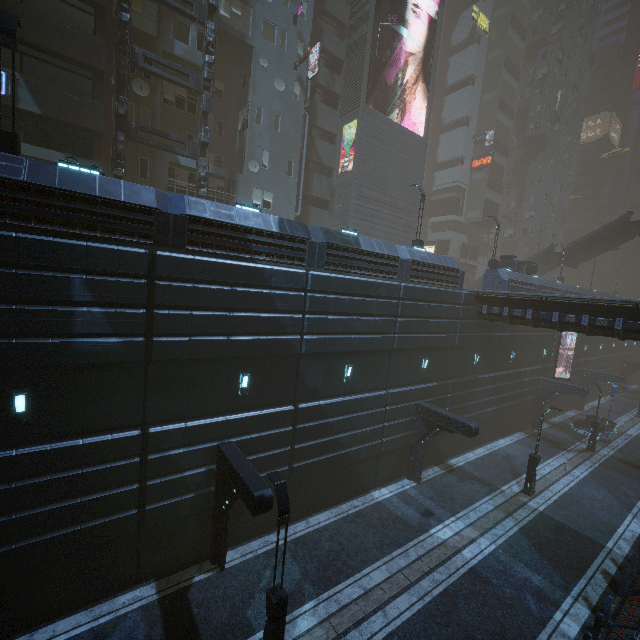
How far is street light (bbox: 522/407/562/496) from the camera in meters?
19.0

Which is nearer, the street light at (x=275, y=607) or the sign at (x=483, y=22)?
the street light at (x=275, y=607)

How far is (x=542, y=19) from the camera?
58.2m

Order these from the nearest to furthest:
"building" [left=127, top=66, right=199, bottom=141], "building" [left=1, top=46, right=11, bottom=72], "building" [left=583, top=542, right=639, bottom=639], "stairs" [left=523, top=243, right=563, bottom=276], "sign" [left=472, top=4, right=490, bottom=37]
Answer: "building" [left=583, top=542, right=639, bottom=639]
"building" [left=1, top=46, right=11, bottom=72]
"building" [left=127, top=66, right=199, bottom=141]
"stairs" [left=523, top=243, right=563, bottom=276]
"sign" [left=472, top=4, right=490, bottom=37]

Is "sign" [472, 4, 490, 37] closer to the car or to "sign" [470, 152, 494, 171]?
"sign" [470, 152, 494, 171]

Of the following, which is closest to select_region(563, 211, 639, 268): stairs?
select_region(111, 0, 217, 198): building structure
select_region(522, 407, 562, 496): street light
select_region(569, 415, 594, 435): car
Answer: select_region(569, 415, 594, 435): car

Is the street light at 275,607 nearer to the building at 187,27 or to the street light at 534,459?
the building at 187,27

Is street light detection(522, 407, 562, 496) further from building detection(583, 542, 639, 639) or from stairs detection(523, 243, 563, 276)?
stairs detection(523, 243, 563, 276)
